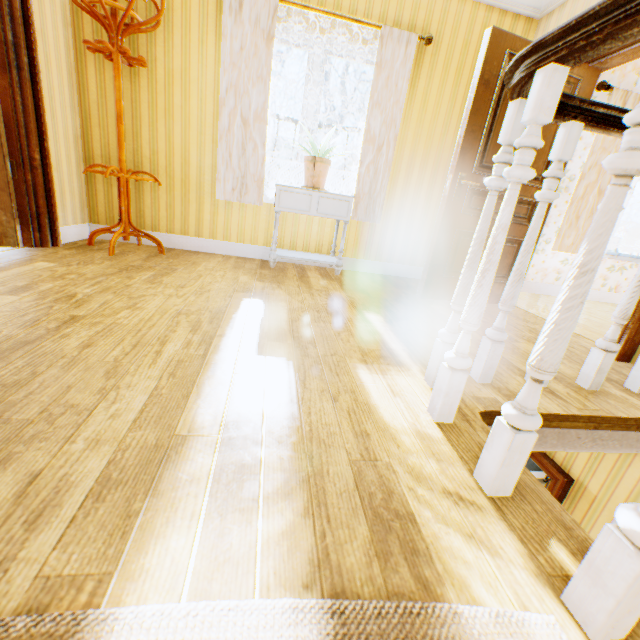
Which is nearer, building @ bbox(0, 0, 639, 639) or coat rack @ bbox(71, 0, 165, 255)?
building @ bbox(0, 0, 639, 639)

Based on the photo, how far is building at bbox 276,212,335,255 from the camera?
3.89m

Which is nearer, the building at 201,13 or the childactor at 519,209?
the building at 201,13

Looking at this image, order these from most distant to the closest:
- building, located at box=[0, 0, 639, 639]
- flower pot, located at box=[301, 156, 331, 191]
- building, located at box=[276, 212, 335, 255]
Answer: building, located at box=[276, 212, 335, 255] < flower pot, located at box=[301, 156, 331, 191] < building, located at box=[0, 0, 639, 639]

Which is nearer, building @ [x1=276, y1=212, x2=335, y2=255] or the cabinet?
the cabinet

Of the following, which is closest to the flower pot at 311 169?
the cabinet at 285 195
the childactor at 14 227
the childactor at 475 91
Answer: the cabinet at 285 195

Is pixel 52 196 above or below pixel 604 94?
below

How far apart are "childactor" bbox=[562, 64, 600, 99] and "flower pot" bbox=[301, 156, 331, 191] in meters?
1.1
